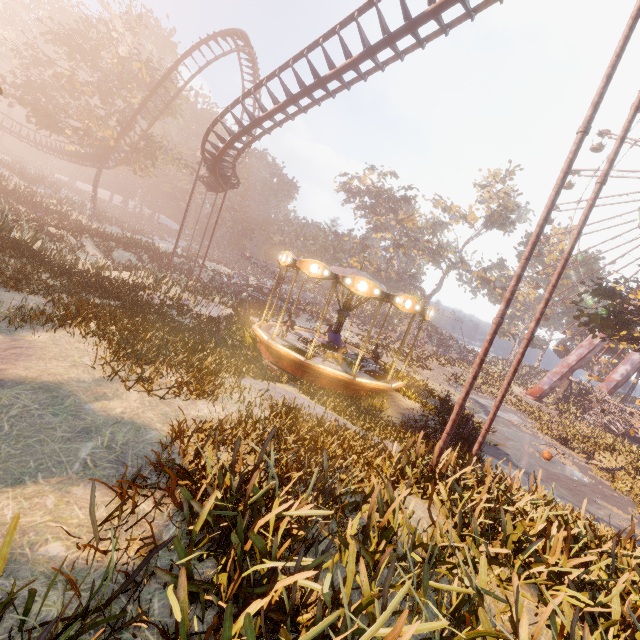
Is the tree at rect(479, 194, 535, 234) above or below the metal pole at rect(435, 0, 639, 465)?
above

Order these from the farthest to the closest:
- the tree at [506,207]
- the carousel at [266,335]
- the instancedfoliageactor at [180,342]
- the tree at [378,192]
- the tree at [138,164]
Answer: the tree at [506,207]
the tree at [378,192]
the tree at [138,164]
the carousel at [266,335]
the instancedfoliageactor at [180,342]

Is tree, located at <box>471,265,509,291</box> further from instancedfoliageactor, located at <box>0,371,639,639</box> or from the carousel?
instancedfoliageactor, located at <box>0,371,639,639</box>

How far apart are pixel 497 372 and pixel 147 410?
44.7m

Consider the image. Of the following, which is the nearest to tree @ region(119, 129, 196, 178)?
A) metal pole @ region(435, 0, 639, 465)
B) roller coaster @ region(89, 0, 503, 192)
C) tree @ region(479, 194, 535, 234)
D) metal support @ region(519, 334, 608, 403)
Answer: roller coaster @ region(89, 0, 503, 192)

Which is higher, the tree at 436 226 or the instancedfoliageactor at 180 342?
the tree at 436 226

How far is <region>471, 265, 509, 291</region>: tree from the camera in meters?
52.4 m

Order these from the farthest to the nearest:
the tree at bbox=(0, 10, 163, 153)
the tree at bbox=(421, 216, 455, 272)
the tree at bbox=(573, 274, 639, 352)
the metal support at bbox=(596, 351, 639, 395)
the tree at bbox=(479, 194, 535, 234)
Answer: the tree at bbox=(479, 194, 535, 234) < the tree at bbox=(421, 216, 455, 272) < the metal support at bbox=(596, 351, 639, 395) < the tree at bbox=(0, 10, 163, 153) < the tree at bbox=(573, 274, 639, 352)
